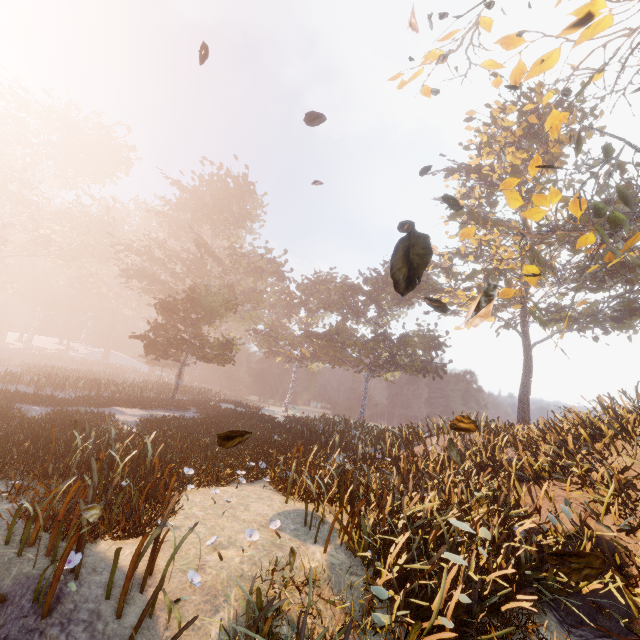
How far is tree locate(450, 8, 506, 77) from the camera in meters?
9.0

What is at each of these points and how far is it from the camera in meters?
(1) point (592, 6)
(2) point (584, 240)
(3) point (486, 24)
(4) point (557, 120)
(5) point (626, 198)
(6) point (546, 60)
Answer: (1) tree, 8.4
(2) tree, 9.6
(3) tree, 9.1
(4) tree, 11.2
(5) tree, 8.0
(6) tree, 9.9

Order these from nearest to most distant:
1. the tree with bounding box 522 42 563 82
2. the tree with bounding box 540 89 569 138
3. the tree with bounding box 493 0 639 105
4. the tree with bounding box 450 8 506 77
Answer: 1. the tree with bounding box 493 0 639 105
2. the tree with bounding box 450 8 506 77
3. the tree with bounding box 522 42 563 82
4. the tree with bounding box 540 89 569 138

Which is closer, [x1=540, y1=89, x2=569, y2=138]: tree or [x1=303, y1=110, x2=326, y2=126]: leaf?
[x1=303, y1=110, x2=326, y2=126]: leaf

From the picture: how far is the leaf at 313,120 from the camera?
6.3 meters

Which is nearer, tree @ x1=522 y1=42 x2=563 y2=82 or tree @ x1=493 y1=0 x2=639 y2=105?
tree @ x1=493 y1=0 x2=639 y2=105

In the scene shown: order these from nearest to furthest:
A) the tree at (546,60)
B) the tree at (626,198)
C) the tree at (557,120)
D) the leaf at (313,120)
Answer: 1. the leaf at (313,120)
2. the tree at (626,198)
3. the tree at (546,60)
4. the tree at (557,120)
